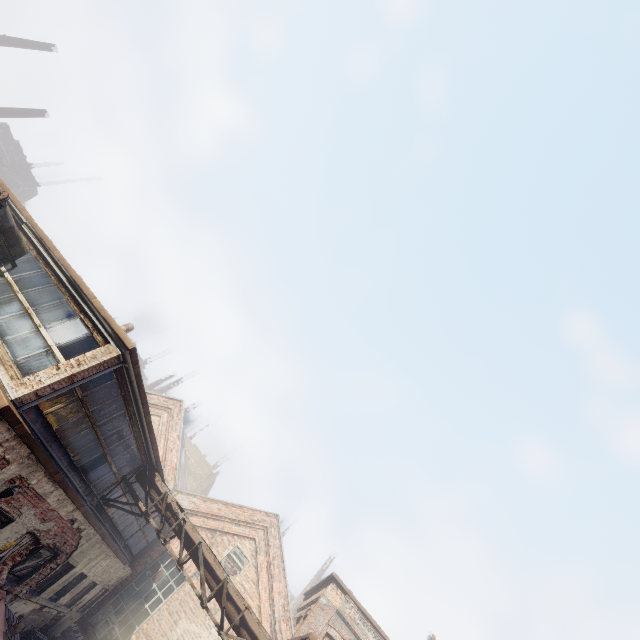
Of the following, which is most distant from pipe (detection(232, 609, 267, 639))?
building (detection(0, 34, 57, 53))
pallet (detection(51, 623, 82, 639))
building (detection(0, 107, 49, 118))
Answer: building (detection(0, 34, 57, 53))

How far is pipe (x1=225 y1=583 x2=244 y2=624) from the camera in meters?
9.9 m

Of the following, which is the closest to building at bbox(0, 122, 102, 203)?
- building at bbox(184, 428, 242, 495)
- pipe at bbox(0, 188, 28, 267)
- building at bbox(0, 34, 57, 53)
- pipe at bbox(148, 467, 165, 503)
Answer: building at bbox(0, 34, 57, 53)

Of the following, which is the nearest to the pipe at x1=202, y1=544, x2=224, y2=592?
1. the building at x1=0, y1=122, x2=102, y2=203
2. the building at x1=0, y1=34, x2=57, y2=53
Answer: the building at x1=0, y1=122, x2=102, y2=203

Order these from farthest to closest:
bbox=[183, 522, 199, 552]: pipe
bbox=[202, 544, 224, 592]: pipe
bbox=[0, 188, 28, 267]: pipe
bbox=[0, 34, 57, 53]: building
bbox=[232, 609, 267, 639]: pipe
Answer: bbox=[0, 34, 57, 53]: building < bbox=[183, 522, 199, 552]: pipe < bbox=[202, 544, 224, 592]: pipe < bbox=[232, 609, 267, 639]: pipe < bbox=[0, 188, 28, 267]: pipe

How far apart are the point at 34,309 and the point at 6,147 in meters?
51.5

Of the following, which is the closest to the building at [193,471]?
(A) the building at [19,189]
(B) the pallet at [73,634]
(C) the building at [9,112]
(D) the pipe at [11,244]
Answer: (B) the pallet at [73,634]

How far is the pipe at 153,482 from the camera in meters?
11.6
